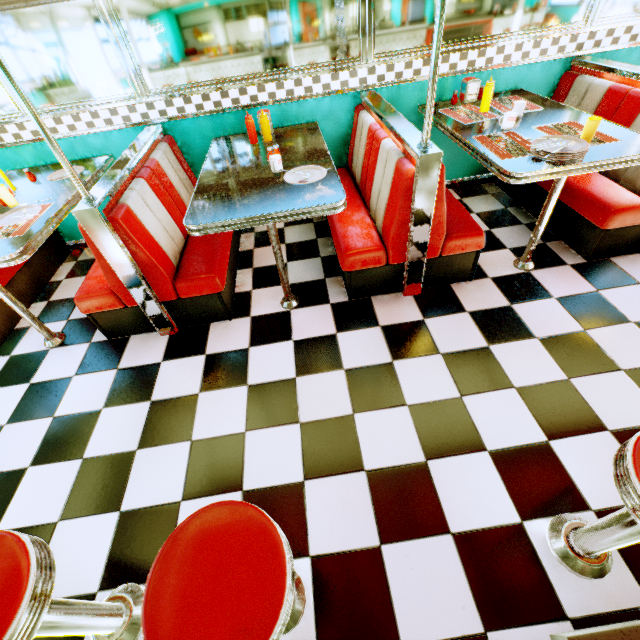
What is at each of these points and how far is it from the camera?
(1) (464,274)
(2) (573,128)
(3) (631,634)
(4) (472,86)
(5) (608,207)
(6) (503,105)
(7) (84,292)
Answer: (1) seat, 2.6m
(2) placemat, 2.3m
(3) counter, 1.1m
(4) napkin holder, 2.9m
(5) seat, 2.4m
(6) placemat, 2.8m
(7) seat, 2.3m

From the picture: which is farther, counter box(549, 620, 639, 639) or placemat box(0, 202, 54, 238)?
placemat box(0, 202, 54, 238)

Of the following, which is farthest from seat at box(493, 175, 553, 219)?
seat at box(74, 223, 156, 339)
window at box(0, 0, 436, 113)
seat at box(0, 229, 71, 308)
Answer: seat at box(0, 229, 71, 308)

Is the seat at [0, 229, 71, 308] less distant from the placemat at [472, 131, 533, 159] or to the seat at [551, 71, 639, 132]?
the placemat at [472, 131, 533, 159]

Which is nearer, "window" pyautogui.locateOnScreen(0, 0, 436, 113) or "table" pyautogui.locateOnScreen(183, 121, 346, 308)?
"table" pyautogui.locateOnScreen(183, 121, 346, 308)

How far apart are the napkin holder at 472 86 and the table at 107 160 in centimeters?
334cm

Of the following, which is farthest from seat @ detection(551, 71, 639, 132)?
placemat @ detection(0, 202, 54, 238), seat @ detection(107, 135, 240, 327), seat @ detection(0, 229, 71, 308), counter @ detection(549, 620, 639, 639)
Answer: seat @ detection(0, 229, 71, 308)

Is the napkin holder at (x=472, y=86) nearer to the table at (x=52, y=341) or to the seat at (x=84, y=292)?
the seat at (x=84, y=292)
